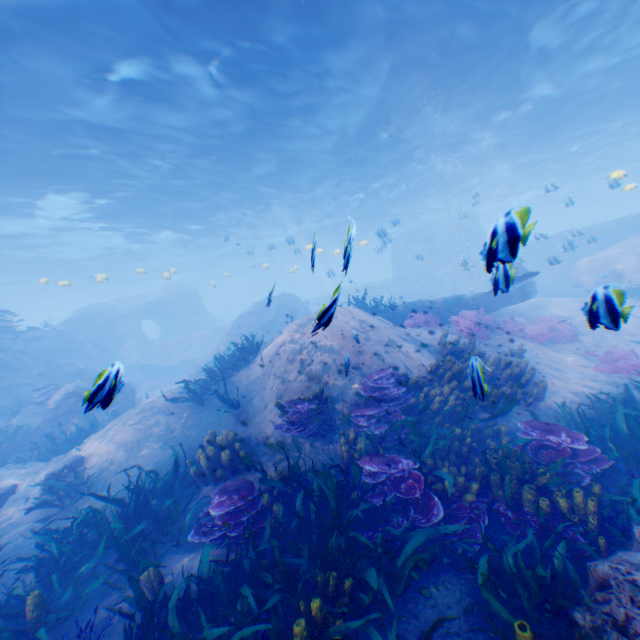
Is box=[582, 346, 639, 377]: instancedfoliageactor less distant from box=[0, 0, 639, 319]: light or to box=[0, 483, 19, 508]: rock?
box=[0, 483, 19, 508]: rock

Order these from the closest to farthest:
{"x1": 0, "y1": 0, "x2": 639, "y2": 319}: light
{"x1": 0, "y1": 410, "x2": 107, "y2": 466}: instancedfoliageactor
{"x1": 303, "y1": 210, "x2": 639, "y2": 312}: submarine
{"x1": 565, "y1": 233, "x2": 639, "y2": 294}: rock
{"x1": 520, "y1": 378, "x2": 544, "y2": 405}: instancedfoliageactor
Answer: {"x1": 520, "y1": 378, "x2": 544, "y2": 405}: instancedfoliageactor, {"x1": 0, "y1": 0, "x2": 639, "y2": 319}: light, {"x1": 0, "y1": 410, "x2": 107, "y2": 466}: instancedfoliageactor, {"x1": 303, "y1": 210, "x2": 639, "y2": 312}: submarine, {"x1": 565, "y1": 233, "x2": 639, "y2": 294}: rock

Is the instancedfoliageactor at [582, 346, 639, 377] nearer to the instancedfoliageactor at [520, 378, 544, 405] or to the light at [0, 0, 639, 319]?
the instancedfoliageactor at [520, 378, 544, 405]

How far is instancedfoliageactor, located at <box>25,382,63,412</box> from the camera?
13.64m

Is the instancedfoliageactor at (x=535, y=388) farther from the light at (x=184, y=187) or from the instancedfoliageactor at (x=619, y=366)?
the light at (x=184, y=187)

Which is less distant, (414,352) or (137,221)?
(414,352)

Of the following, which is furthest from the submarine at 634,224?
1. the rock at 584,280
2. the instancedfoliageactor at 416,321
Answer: the instancedfoliageactor at 416,321
